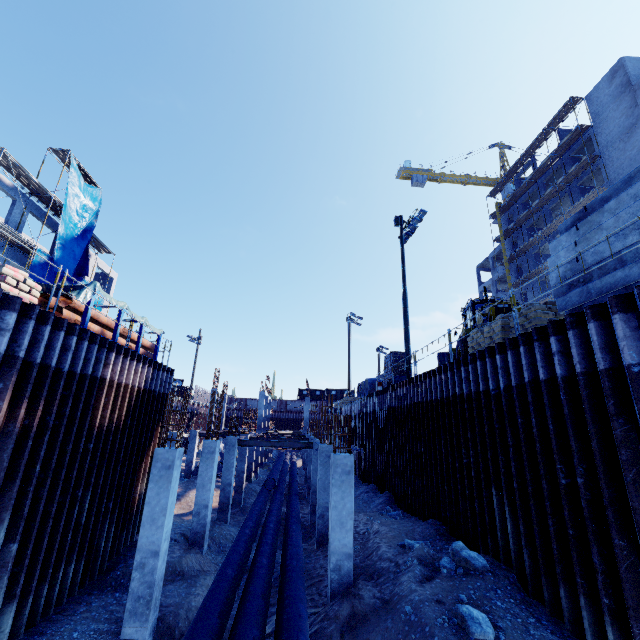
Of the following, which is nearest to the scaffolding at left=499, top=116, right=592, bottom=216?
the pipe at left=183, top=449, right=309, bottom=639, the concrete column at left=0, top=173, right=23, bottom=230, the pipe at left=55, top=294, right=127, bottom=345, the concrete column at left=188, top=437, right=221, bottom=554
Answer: the pipe at left=183, top=449, right=309, bottom=639

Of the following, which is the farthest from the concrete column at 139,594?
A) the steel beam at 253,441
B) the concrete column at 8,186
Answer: the concrete column at 8,186

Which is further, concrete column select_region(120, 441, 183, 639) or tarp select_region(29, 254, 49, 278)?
tarp select_region(29, 254, 49, 278)

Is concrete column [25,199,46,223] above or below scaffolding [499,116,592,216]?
below

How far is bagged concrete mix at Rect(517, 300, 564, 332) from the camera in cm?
913

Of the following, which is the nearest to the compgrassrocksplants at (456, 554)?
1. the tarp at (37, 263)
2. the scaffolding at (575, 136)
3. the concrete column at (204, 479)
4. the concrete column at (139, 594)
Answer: the concrete column at (139, 594)

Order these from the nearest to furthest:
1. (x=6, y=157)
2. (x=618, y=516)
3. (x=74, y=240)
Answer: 1. (x=618, y=516)
2. (x=6, y=157)
3. (x=74, y=240)

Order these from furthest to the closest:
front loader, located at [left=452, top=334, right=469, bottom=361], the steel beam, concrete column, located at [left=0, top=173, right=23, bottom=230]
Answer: concrete column, located at [left=0, top=173, right=23, bottom=230], the steel beam, front loader, located at [left=452, top=334, right=469, bottom=361]
